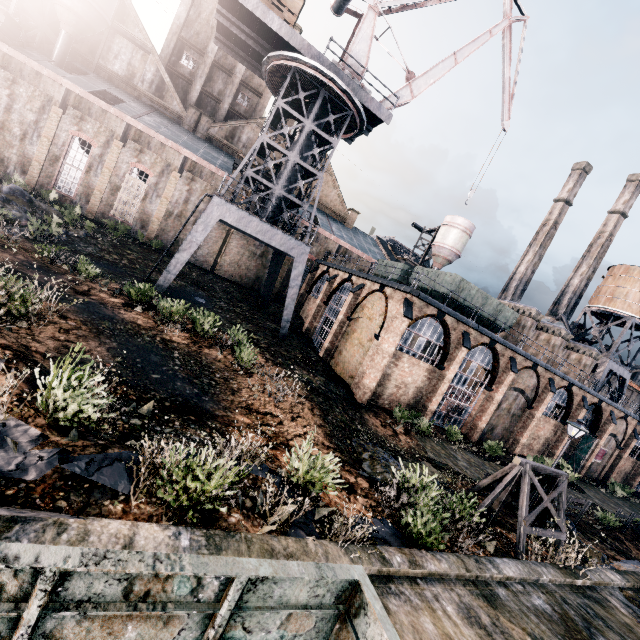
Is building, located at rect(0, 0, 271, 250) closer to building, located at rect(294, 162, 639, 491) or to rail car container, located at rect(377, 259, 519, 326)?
building, located at rect(294, 162, 639, 491)

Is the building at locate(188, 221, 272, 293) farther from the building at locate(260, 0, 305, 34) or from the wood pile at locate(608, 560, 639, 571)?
the wood pile at locate(608, 560, 639, 571)

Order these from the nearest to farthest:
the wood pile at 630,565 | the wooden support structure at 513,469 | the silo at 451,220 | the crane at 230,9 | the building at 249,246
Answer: the wooden support structure at 513,469, the wood pile at 630,565, the crane at 230,9, the building at 249,246, the silo at 451,220

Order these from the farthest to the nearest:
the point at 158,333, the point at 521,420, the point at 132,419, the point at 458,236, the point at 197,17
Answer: the point at 458,236
the point at 197,17
the point at 521,420
the point at 158,333
the point at 132,419

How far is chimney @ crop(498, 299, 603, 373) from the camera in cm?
3116

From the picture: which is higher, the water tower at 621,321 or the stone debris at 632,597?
the water tower at 621,321

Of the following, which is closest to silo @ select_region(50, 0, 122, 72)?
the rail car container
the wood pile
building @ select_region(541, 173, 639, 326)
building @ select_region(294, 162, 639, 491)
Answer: Answer: building @ select_region(294, 162, 639, 491)

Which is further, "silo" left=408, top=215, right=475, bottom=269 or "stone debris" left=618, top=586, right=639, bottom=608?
"silo" left=408, top=215, right=475, bottom=269
